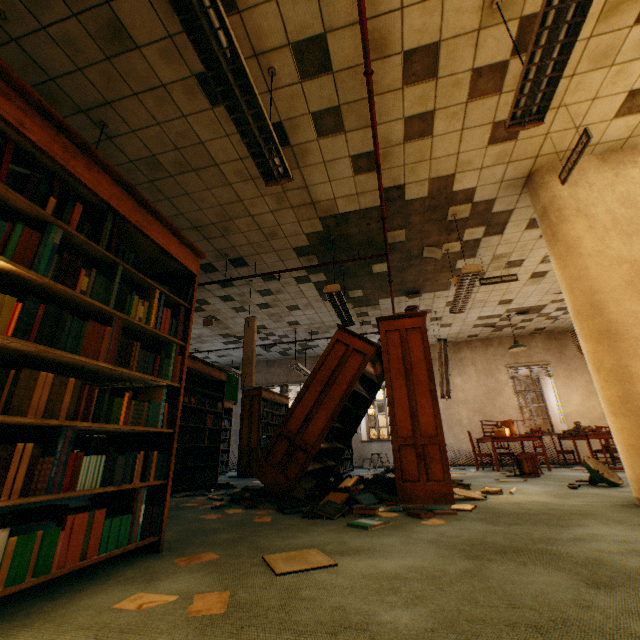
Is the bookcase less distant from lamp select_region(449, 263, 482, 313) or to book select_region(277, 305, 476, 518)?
book select_region(277, 305, 476, 518)

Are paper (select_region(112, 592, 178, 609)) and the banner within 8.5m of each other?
no

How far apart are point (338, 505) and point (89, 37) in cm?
482

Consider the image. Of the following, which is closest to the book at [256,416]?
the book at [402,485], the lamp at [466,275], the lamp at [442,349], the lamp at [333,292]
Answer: the book at [402,485]

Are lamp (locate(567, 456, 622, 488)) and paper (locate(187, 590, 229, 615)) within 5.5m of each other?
yes

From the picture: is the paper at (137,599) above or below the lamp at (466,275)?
below

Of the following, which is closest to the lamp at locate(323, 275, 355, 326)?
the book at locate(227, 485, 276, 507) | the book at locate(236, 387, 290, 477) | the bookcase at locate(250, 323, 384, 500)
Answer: the bookcase at locate(250, 323, 384, 500)

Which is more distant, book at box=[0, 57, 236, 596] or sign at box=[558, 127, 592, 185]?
sign at box=[558, 127, 592, 185]
